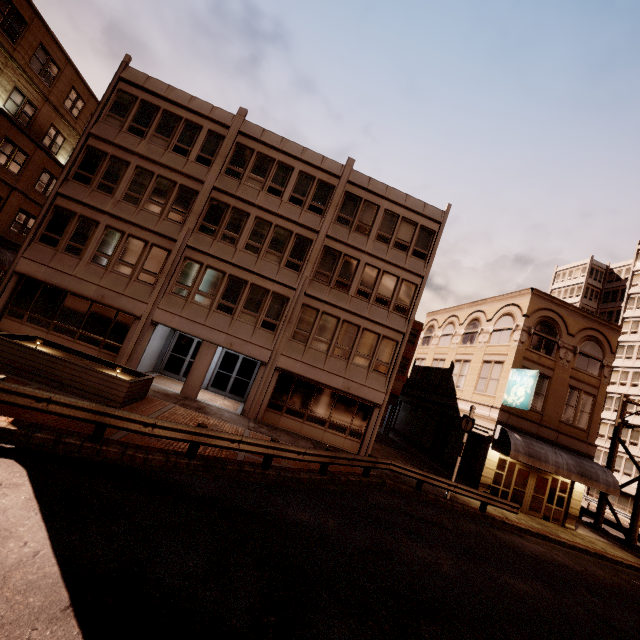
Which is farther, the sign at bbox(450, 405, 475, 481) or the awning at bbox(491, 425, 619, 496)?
the awning at bbox(491, 425, 619, 496)

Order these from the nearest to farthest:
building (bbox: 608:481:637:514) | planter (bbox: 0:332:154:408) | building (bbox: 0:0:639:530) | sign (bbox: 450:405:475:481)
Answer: planter (bbox: 0:332:154:408), sign (bbox: 450:405:475:481), building (bbox: 0:0:639:530), building (bbox: 608:481:637:514)

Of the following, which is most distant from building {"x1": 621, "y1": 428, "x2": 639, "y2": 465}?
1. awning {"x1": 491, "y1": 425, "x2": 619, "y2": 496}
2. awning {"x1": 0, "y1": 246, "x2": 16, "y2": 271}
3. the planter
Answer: awning {"x1": 0, "y1": 246, "x2": 16, "y2": 271}

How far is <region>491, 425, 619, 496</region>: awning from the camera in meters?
18.0

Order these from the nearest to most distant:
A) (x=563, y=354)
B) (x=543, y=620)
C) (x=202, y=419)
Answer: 1. (x=543, y=620)
2. (x=202, y=419)
3. (x=563, y=354)

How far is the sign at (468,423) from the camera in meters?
16.1

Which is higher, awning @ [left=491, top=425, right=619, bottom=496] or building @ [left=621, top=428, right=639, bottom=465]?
building @ [left=621, top=428, right=639, bottom=465]

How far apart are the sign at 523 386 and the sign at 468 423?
3.5m
